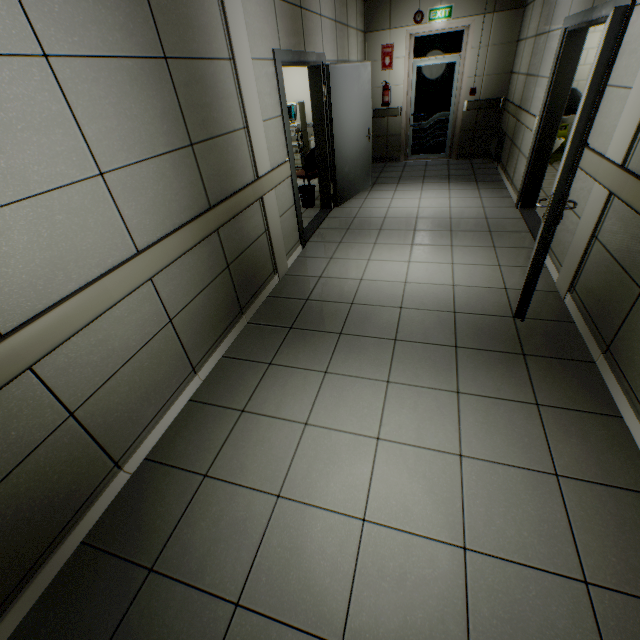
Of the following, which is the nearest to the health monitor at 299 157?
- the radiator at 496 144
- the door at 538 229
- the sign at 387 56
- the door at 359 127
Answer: the sign at 387 56

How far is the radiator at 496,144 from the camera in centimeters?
655cm

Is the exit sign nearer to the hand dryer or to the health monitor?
the health monitor

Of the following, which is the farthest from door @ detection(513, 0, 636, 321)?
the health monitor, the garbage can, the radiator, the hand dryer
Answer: the health monitor

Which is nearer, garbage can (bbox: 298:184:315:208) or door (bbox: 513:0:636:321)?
door (bbox: 513:0:636:321)

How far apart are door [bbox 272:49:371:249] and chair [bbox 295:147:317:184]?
0.5 meters

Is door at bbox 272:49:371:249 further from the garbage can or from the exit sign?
the exit sign

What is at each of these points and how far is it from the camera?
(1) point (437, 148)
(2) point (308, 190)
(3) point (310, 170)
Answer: (1) door, 8.0m
(2) garbage can, 5.8m
(3) chair, 6.1m
